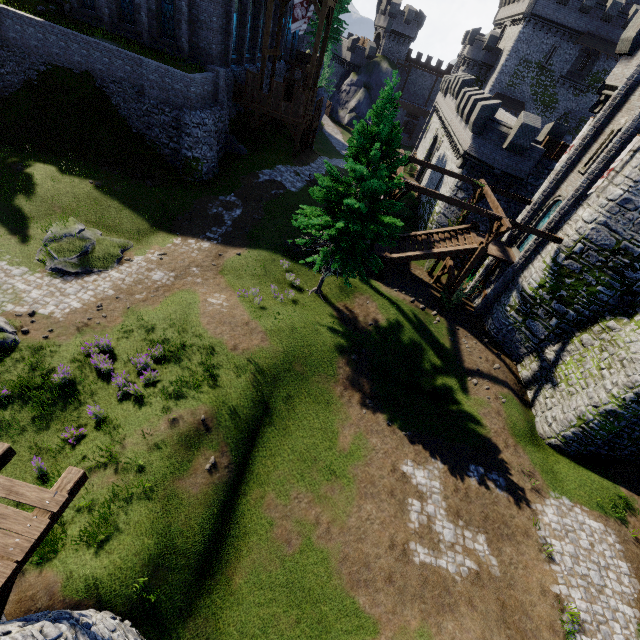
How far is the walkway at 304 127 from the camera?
26.92m

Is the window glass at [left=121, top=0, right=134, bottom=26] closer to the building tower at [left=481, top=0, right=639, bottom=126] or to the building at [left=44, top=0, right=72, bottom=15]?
the building at [left=44, top=0, right=72, bottom=15]

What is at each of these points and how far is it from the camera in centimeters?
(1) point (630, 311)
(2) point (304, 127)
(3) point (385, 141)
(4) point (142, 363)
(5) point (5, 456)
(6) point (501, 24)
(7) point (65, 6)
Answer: (1) building tower, 1614cm
(2) walkway, 2844cm
(3) instancedfoliageactor, 1383cm
(4) instancedfoliageactor, 1320cm
(5) wooden platform, 545cm
(6) building tower, 5222cm
(7) building, 2320cm

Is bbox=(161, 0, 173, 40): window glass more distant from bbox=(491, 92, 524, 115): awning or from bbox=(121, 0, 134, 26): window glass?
bbox=(491, 92, 524, 115): awning

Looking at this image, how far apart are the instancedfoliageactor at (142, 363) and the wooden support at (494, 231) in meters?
18.0 m

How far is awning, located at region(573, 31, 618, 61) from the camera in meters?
41.7 m

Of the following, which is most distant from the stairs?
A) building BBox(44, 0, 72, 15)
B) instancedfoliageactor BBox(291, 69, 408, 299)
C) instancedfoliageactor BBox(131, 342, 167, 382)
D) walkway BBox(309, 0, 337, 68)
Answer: building BBox(44, 0, 72, 15)

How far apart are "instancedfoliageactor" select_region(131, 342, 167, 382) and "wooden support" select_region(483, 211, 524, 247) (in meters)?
18.02
